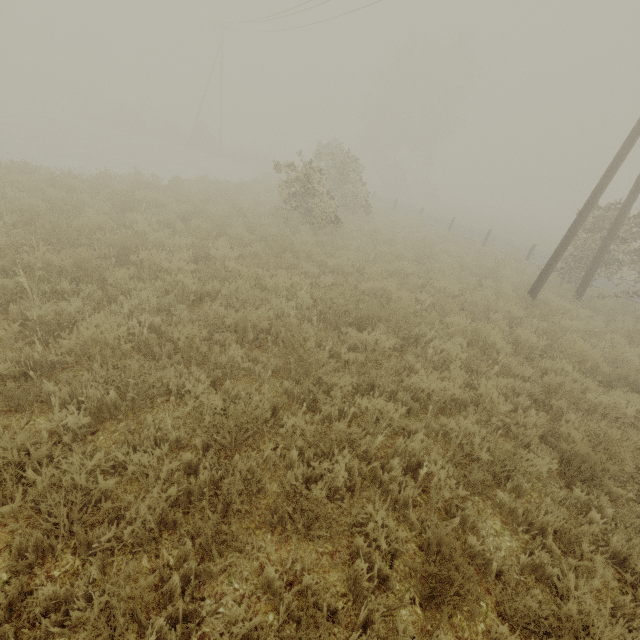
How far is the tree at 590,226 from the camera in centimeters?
1154cm

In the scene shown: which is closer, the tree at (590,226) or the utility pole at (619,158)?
the utility pole at (619,158)

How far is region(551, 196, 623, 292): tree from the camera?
11.54m

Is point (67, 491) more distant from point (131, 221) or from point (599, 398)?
point (131, 221)

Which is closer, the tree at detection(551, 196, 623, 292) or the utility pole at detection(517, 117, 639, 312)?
the utility pole at detection(517, 117, 639, 312)

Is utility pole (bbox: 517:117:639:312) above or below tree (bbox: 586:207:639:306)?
above
